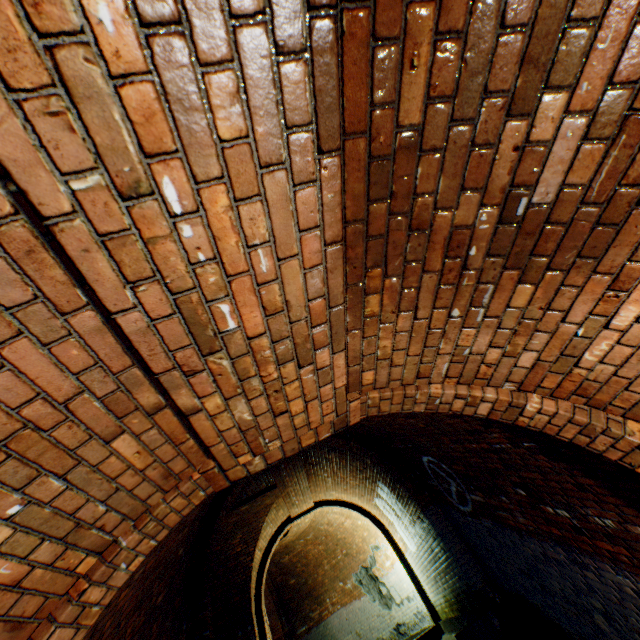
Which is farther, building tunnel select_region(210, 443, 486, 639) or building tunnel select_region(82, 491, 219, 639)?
building tunnel select_region(210, 443, 486, 639)

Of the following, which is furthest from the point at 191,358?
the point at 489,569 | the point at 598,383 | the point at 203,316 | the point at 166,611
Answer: the point at 489,569

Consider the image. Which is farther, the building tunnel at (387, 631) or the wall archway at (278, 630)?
the building tunnel at (387, 631)

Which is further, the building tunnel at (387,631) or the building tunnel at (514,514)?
the building tunnel at (387,631)

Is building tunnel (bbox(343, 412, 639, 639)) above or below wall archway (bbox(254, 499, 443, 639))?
below

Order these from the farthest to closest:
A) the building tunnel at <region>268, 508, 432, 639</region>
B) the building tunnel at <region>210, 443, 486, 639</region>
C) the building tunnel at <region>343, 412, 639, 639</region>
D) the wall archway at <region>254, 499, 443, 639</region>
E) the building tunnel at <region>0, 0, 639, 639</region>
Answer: the building tunnel at <region>268, 508, 432, 639</region> < the wall archway at <region>254, 499, 443, 639</region> < the building tunnel at <region>210, 443, 486, 639</region> < the building tunnel at <region>343, 412, 639, 639</region> < the building tunnel at <region>0, 0, 639, 639</region>
